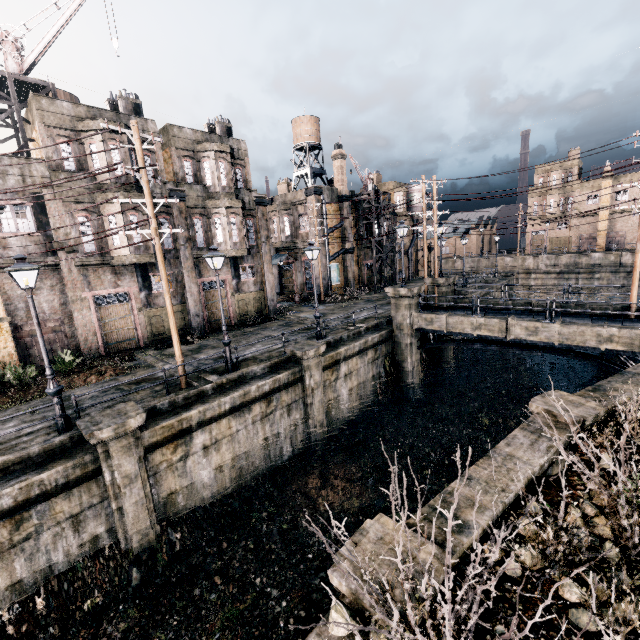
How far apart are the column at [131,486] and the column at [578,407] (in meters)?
12.55

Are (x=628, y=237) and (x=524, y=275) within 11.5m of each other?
no

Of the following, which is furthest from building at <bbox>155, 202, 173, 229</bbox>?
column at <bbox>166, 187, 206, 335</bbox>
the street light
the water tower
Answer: the water tower

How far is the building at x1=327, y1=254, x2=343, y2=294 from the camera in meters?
37.0

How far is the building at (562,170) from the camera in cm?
5694

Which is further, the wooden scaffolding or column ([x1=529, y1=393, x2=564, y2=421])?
the wooden scaffolding

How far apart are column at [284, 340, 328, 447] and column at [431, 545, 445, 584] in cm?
985

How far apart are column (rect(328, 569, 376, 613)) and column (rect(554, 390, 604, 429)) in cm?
635
